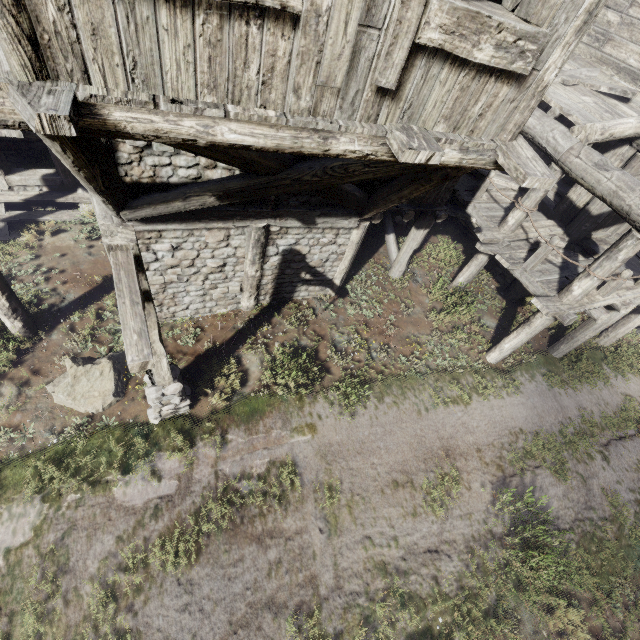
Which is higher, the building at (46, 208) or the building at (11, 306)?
the building at (46, 208)

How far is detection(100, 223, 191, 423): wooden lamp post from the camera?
2.7 meters

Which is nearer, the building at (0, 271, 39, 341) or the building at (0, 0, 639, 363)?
the building at (0, 0, 639, 363)

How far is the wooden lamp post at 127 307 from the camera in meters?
2.7

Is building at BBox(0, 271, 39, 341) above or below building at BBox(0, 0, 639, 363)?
below

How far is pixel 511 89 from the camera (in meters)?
3.33

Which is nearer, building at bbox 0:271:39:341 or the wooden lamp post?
the wooden lamp post
